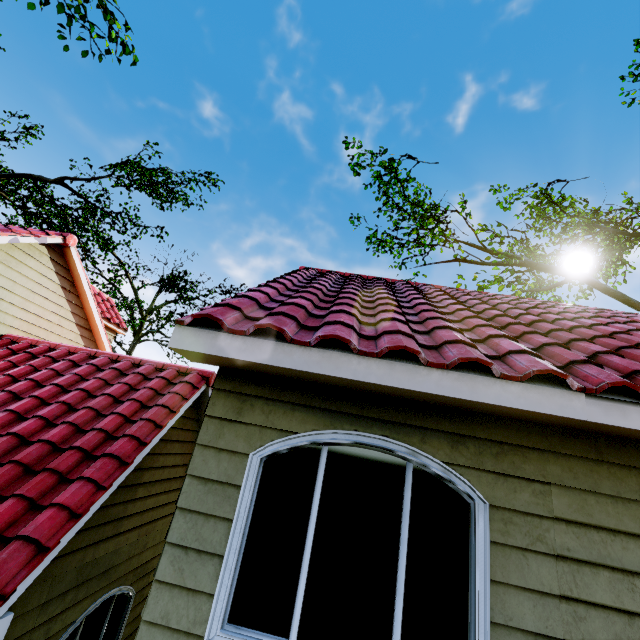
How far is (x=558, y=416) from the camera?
2.39m

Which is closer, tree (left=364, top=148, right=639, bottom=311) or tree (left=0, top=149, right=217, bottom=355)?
tree (left=364, top=148, right=639, bottom=311)

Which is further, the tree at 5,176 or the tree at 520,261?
the tree at 5,176
